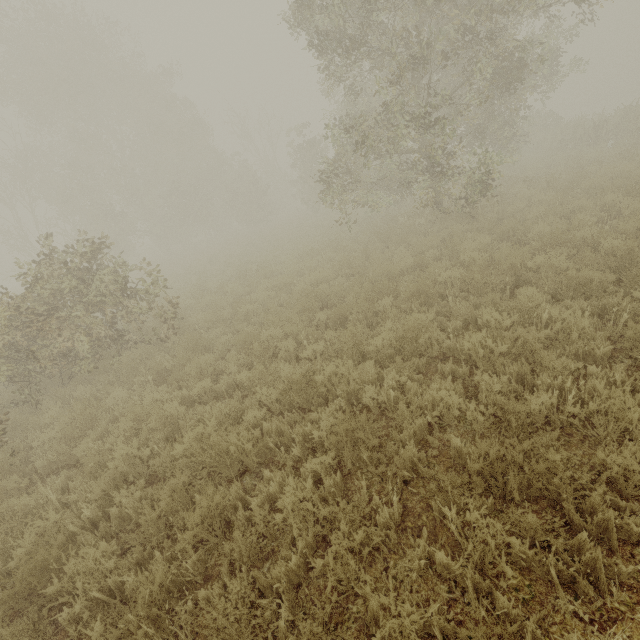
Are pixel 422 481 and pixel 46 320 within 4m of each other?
no
